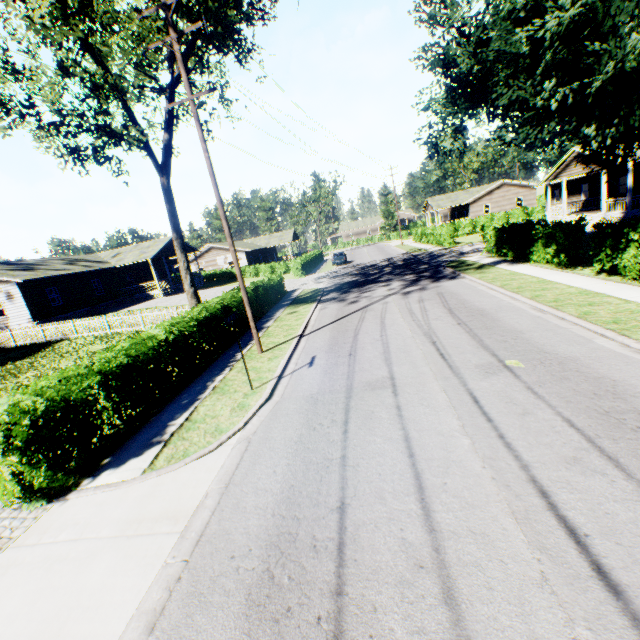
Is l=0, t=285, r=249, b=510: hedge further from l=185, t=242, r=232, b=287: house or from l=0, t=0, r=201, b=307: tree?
l=185, t=242, r=232, b=287: house

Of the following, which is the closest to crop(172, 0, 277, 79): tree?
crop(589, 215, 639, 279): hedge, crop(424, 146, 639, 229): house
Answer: crop(589, 215, 639, 279): hedge

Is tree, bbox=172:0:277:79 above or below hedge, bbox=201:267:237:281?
above

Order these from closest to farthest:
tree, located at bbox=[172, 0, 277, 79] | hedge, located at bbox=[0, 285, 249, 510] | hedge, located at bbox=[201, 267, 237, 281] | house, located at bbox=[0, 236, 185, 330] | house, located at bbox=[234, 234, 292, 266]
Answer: hedge, located at bbox=[0, 285, 249, 510] < tree, located at bbox=[172, 0, 277, 79] < house, located at bbox=[0, 236, 185, 330] < hedge, located at bbox=[201, 267, 237, 281] < house, located at bbox=[234, 234, 292, 266]

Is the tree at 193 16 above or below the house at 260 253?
above

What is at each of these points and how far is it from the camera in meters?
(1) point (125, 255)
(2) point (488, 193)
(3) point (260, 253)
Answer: (1) house, 36.5
(2) house, 52.1
(3) house, 56.9

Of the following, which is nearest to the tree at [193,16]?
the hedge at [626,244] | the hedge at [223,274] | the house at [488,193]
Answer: the hedge at [626,244]

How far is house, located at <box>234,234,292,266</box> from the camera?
49.3m
